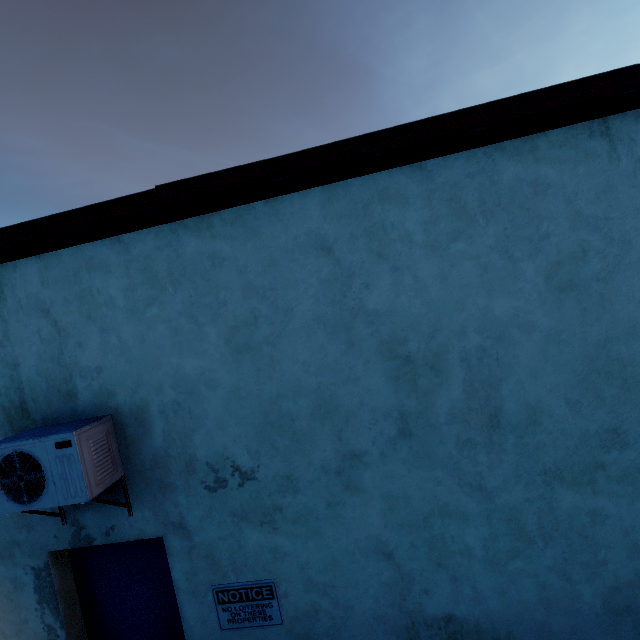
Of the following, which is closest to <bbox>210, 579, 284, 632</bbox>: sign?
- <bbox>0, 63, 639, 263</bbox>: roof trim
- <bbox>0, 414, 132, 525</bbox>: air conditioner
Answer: <bbox>0, 414, 132, 525</bbox>: air conditioner

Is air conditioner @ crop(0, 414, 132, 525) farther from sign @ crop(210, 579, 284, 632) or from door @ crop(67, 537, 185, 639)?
sign @ crop(210, 579, 284, 632)

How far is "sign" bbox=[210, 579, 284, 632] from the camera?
2.7m

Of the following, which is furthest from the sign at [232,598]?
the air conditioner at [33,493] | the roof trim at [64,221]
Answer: the roof trim at [64,221]

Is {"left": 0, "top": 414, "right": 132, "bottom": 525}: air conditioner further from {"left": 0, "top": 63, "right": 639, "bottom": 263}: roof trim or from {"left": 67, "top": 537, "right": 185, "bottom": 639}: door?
{"left": 0, "top": 63, "right": 639, "bottom": 263}: roof trim

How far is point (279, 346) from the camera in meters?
2.6 m

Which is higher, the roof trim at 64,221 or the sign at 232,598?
the roof trim at 64,221
